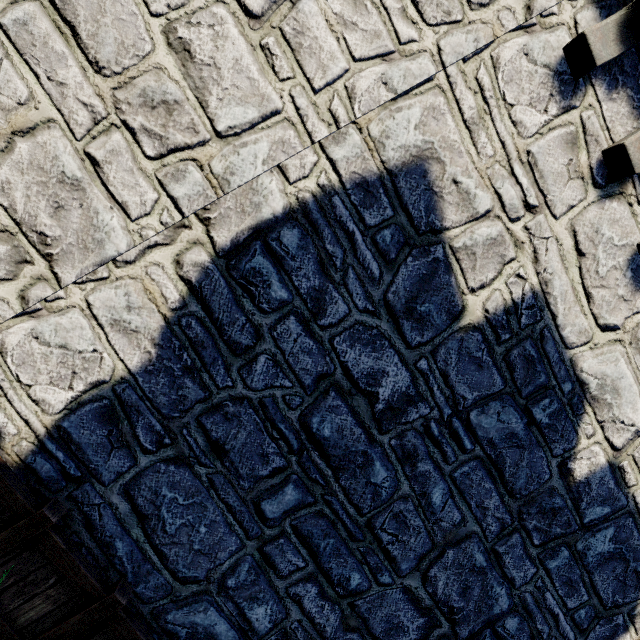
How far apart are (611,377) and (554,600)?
2.70m
